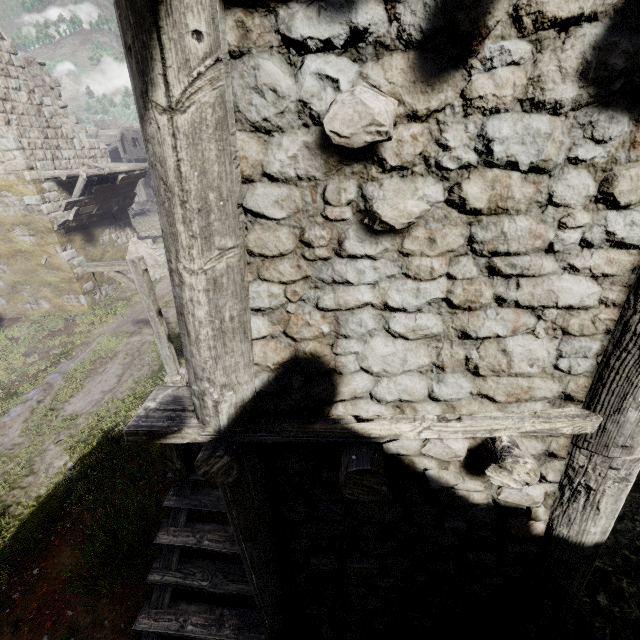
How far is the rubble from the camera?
19.0m

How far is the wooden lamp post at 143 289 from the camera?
8.0m

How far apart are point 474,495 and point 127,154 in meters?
46.4

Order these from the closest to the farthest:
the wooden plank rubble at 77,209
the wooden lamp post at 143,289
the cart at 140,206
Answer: the wooden lamp post at 143,289 → the wooden plank rubble at 77,209 → the cart at 140,206

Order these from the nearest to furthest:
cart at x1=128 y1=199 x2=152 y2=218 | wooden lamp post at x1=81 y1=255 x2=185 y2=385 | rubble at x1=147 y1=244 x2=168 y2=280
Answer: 1. wooden lamp post at x1=81 y1=255 x2=185 y2=385
2. rubble at x1=147 y1=244 x2=168 y2=280
3. cart at x1=128 y1=199 x2=152 y2=218

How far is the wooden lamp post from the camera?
8.0 meters

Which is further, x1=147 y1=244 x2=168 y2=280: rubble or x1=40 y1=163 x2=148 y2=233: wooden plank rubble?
x1=147 y1=244 x2=168 y2=280: rubble

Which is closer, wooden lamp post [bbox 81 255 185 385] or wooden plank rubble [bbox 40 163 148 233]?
wooden lamp post [bbox 81 255 185 385]
